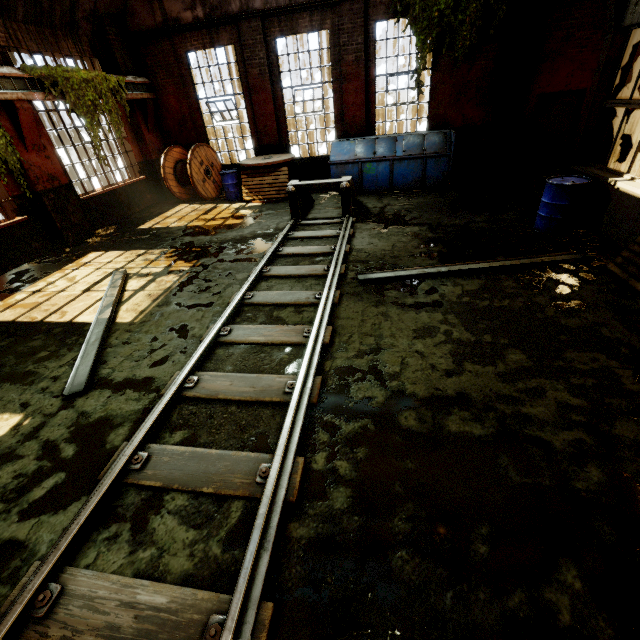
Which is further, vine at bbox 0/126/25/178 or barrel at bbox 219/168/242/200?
barrel at bbox 219/168/242/200

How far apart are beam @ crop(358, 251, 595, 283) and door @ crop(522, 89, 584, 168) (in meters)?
7.69

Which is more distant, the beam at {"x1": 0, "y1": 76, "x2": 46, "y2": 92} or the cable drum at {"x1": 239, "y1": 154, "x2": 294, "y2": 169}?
the cable drum at {"x1": 239, "y1": 154, "x2": 294, "y2": 169}

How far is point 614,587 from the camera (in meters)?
1.96

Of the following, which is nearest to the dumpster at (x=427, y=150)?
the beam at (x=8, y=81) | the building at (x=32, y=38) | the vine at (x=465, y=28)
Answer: the vine at (x=465, y=28)

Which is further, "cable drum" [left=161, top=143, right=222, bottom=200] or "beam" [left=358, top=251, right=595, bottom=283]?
"cable drum" [left=161, top=143, right=222, bottom=200]

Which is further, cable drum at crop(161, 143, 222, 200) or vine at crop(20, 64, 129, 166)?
cable drum at crop(161, 143, 222, 200)

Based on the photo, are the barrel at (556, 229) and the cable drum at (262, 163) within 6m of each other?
no
